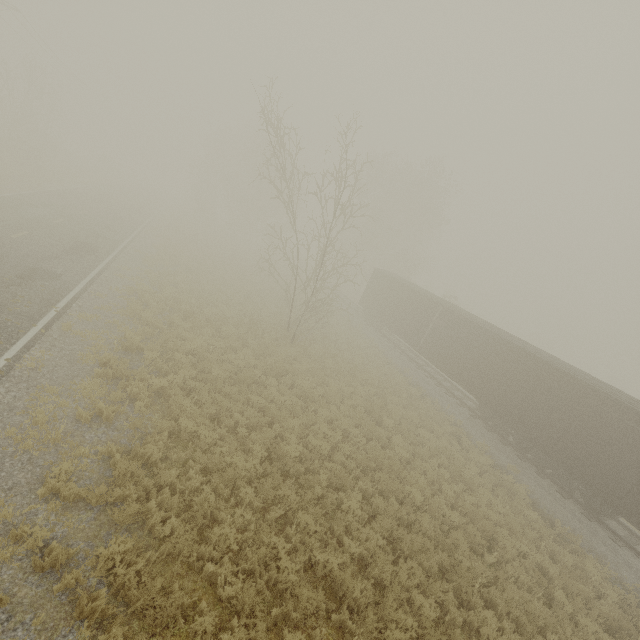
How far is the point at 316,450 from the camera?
10.4 meters
